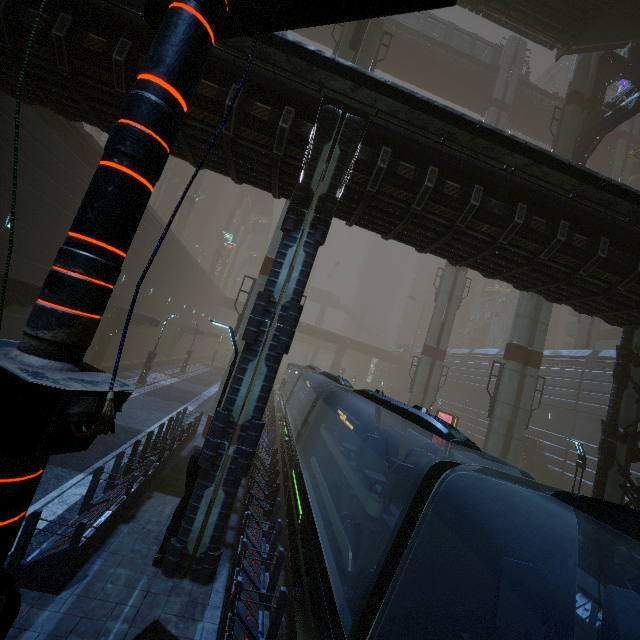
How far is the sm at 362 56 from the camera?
19.66m

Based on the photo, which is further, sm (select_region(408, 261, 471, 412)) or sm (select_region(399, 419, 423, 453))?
sm (select_region(408, 261, 471, 412))

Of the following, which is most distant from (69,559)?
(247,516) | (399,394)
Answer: (399,394)

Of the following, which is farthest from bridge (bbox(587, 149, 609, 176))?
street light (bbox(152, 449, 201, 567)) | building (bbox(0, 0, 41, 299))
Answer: street light (bbox(152, 449, 201, 567))

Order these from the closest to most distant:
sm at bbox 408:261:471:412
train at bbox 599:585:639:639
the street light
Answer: train at bbox 599:585:639:639 → the street light → sm at bbox 408:261:471:412

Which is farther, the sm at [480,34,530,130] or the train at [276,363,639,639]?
the sm at [480,34,530,130]

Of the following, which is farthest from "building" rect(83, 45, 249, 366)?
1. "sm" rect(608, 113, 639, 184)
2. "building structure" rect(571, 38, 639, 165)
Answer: "building structure" rect(571, 38, 639, 165)

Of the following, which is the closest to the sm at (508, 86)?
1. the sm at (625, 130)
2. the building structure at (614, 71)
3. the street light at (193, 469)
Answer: the building structure at (614, 71)
